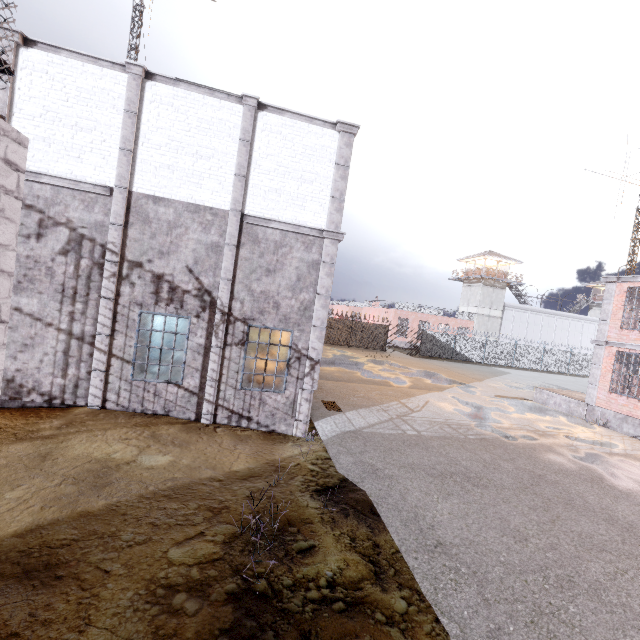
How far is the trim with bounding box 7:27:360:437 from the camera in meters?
8.5

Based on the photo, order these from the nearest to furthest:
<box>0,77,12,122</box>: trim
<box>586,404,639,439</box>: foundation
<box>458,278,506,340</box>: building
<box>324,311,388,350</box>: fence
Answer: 1. <box>0,77,12,122</box>: trim
2. <box>586,404,639,439</box>: foundation
3. <box>324,311,388,350</box>: fence
4. <box>458,278,506,340</box>: building

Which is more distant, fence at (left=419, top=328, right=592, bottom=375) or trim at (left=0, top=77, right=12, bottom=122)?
fence at (left=419, top=328, right=592, bottom=375)

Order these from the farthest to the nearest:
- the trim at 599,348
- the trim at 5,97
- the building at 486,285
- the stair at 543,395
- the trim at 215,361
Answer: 1. the building at 486,285
2. the stair at 543,395
3. the trim at 599,348
4. the trim at 215,361
5. the trim at 5,97

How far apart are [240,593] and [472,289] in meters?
48.1 m

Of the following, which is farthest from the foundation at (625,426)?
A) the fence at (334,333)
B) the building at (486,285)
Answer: the building at (486,285)
